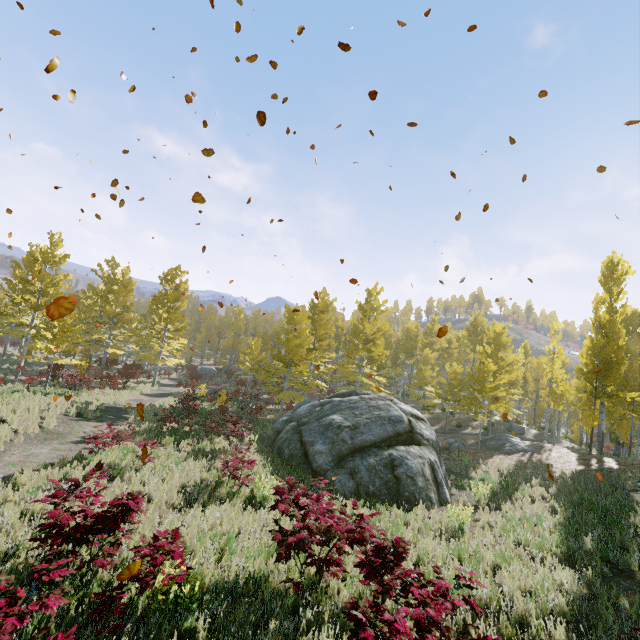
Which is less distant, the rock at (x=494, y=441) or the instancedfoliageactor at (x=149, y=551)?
the instancedfoliageactor at (x=149, y=551)

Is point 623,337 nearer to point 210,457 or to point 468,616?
point 468,616

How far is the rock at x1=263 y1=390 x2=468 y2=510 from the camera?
11.37m

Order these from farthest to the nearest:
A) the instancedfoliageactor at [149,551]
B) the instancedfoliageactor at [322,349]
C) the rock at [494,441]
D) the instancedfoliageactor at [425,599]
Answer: the rock at [494,441] → the instancedfoliageactor at [322,349] → the instancedfoliageactor at [149,551] → the instancedfoliageactor at [425,599]

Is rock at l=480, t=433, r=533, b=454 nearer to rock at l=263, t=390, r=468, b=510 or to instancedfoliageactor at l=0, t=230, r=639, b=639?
instancedfoliageactor at l=0, t=230, r=639, b=639

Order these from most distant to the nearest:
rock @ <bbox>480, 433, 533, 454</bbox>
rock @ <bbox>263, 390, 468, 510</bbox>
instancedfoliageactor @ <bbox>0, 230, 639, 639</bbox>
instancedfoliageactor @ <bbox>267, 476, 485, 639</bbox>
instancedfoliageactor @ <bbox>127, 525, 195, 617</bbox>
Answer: rock @ <bbox>480, 433, 533, 454</bbox>, rock @ <bbox>263, 390, 468, 510</bbox>, instancedfoliageactor @ <bbox>0, 230, 639, 639</bbox>, instancedfoliageactor @ <bbox>127, 525, 195, 617</bbox>, instancedfoliageactor @ <bbox>267, 476, 485, 639</bbox>
